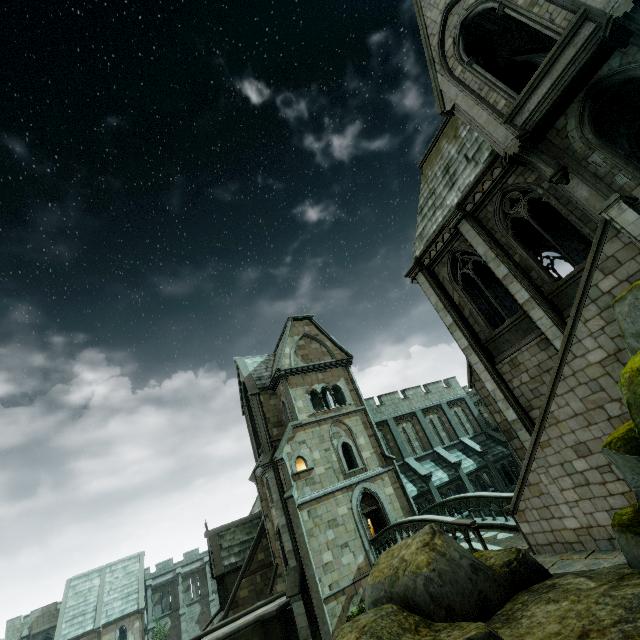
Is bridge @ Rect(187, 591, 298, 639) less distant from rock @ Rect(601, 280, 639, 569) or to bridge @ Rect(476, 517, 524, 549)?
bridge @ Rect(476, 517, 524, 549)

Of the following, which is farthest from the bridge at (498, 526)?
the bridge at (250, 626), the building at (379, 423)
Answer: the bridge at (250, 626)

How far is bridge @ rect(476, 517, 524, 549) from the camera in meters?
13.0

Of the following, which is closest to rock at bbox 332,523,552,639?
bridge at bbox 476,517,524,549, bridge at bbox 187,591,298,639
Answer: bridge at bbox 476,517,524,549

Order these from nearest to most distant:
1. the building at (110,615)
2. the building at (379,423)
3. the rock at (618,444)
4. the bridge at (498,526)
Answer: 1. the rock at (618,444)
2. the building at (379,423)
3. the bridge at (498,526)
4. the building at (110,615)

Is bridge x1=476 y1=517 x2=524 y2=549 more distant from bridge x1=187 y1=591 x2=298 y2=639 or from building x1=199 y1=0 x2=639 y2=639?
bridge x1=187 y1=591 x2=298 y2=639

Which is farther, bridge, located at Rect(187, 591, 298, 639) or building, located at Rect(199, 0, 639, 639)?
bridge, located at Rect(187, 591, 298, 639)

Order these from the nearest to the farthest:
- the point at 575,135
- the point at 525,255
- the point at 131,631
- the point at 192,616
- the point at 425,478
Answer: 1. the point at 575,135
2. the point at 525,255
3. the point at 425,478
4. the point at 131,631
5. the point at 192,616
